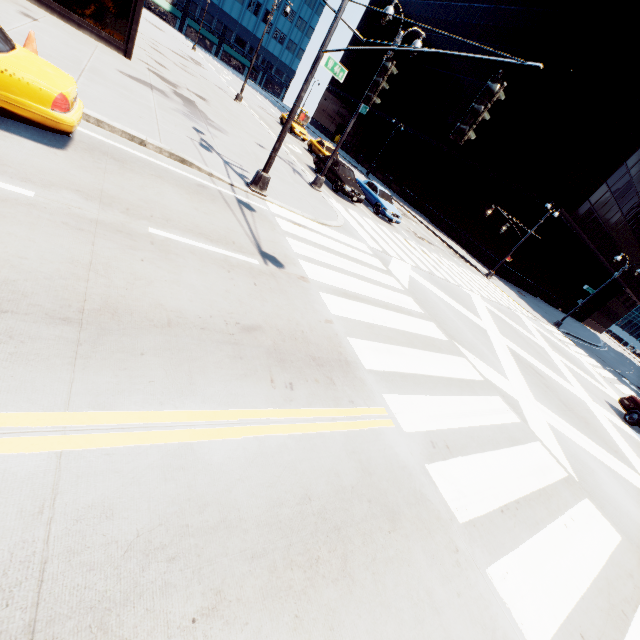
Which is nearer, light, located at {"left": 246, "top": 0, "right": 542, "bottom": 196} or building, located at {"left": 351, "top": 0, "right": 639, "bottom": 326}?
light, located at {"left": 246, "top": 0, "right": 542, "bottom": 196}

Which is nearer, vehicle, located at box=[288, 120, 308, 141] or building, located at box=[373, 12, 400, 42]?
vehicle, located at box=[288, 120, 308, 141]

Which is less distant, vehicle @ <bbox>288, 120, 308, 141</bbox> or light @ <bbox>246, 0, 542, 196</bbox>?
light @ <bbox>246, 0, 542, 196</bbox>

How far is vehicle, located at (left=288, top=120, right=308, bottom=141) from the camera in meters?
31.4

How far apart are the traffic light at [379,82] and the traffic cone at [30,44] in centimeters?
770cm

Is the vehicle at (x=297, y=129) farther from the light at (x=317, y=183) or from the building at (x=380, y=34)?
the building at (x=380, y=34)

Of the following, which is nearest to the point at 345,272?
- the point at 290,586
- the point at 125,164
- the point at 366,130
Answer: the point at 125,164
